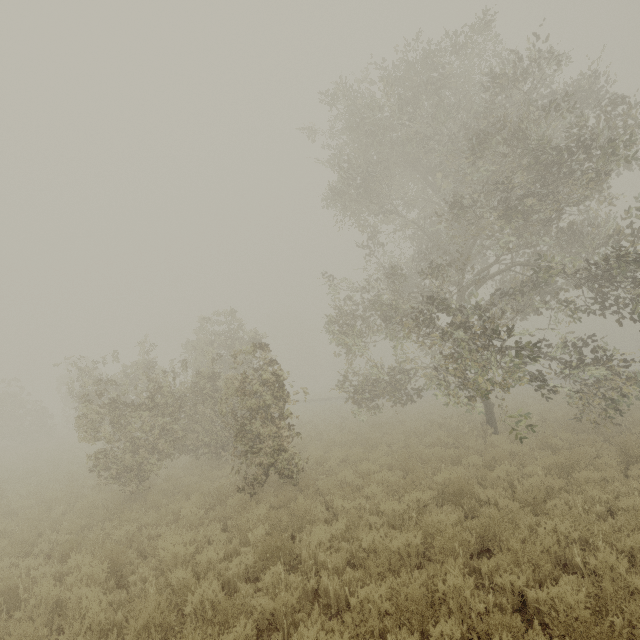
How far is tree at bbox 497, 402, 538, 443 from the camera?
8.3m

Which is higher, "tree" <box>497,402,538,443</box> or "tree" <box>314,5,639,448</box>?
"tree" <box>314,5,639,448</box>

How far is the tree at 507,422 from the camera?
8.3m

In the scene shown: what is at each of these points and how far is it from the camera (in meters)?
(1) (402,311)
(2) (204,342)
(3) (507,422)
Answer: (1) tree, 15.53
(2) tree, 17.31
(3) tree, 8.52

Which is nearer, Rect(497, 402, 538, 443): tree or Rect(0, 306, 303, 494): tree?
Rect(497, 402, 538, 443): tree

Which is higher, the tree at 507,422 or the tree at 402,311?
the tree at 402,311
